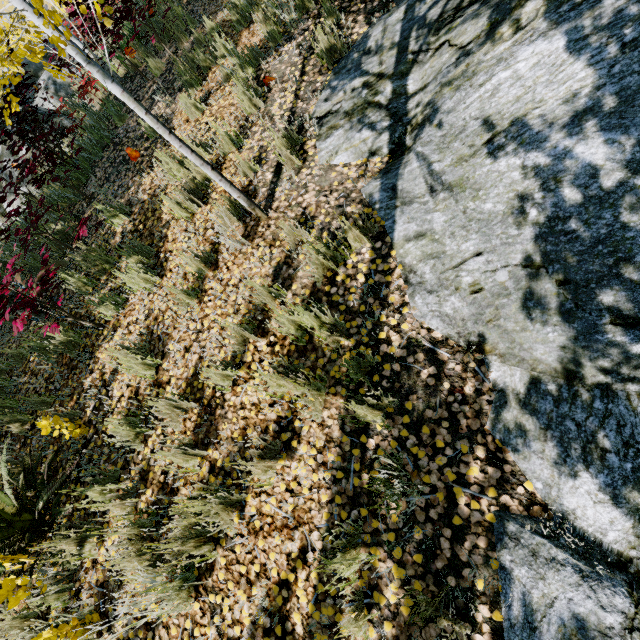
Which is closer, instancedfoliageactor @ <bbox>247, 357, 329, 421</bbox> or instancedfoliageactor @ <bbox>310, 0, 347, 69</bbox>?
instancedfoliageactor @ <bbox>247, 357, 329, 421</bbox>

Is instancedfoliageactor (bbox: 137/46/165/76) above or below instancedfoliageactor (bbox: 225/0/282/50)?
above

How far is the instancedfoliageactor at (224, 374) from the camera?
2.8 meters

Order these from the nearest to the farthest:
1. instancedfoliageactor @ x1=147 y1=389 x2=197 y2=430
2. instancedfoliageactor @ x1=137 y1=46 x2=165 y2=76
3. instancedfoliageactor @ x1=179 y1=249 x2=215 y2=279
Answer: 1. instancedfoliageactor @ x1=147 y1=389 x2=197 y2=430
2. instancedfoliageactor @ x1=179 y1=249 x2=215 y2=279
3. instancedfoliageactor @ x1=137 y1=46 x2=165 y2=76

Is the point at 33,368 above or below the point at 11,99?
below
